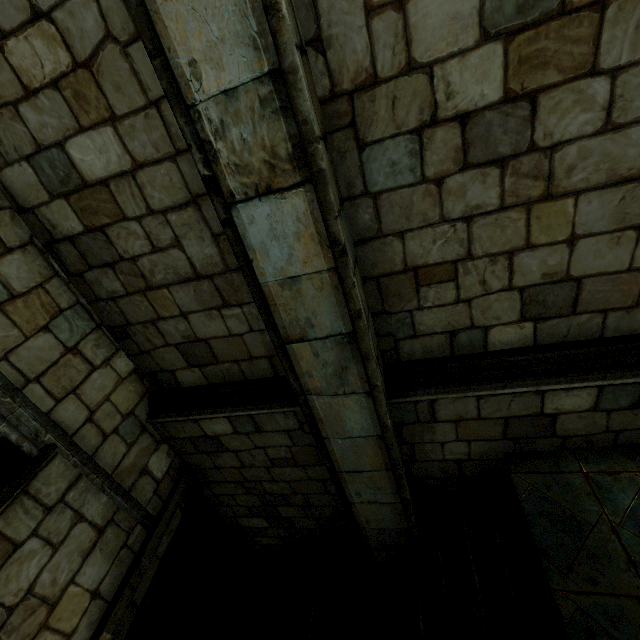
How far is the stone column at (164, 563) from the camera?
7.91m

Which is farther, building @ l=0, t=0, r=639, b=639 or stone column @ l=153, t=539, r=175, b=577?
stone column @ l=153, t=539, r=175, b=577

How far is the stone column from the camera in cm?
791

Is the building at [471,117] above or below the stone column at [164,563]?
above

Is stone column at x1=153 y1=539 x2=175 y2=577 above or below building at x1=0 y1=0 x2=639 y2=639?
below

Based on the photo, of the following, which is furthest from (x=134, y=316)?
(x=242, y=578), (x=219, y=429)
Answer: (x=242, y=578)
